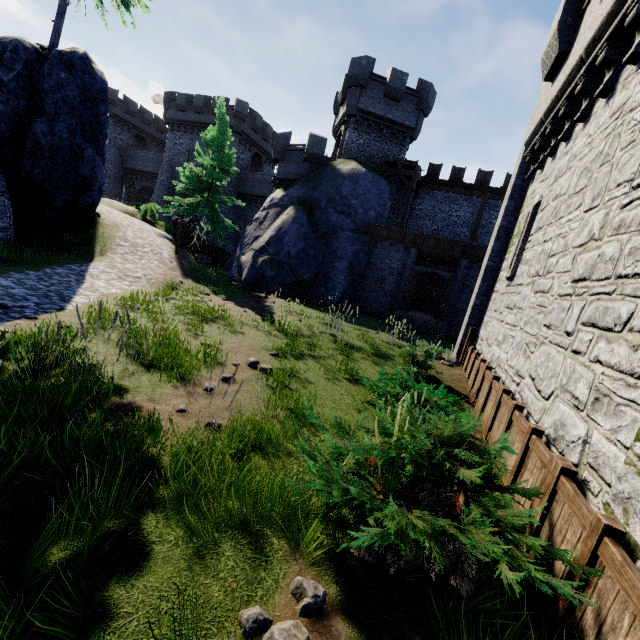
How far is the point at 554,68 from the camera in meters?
9.3

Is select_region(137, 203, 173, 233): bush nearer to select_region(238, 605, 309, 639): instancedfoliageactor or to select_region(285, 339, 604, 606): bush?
select_region(285, 339, 604, 606): bush

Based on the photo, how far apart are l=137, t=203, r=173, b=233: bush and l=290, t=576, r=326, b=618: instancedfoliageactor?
28.5m

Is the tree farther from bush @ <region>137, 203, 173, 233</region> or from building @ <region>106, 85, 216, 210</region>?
building @ <region>106, 85, 216, 210</region>

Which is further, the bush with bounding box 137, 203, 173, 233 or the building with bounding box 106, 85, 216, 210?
the building with bounding box 106, 85, 216, 210

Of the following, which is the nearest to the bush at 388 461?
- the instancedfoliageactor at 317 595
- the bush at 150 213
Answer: the instancedfoliageactor at 317 595

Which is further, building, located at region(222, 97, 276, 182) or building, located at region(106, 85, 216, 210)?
building, located at region(106, 85, 216, 210)

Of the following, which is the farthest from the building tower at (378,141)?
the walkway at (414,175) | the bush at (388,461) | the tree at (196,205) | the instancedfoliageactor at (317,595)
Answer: the instancedfoliageactor at (317,595)
